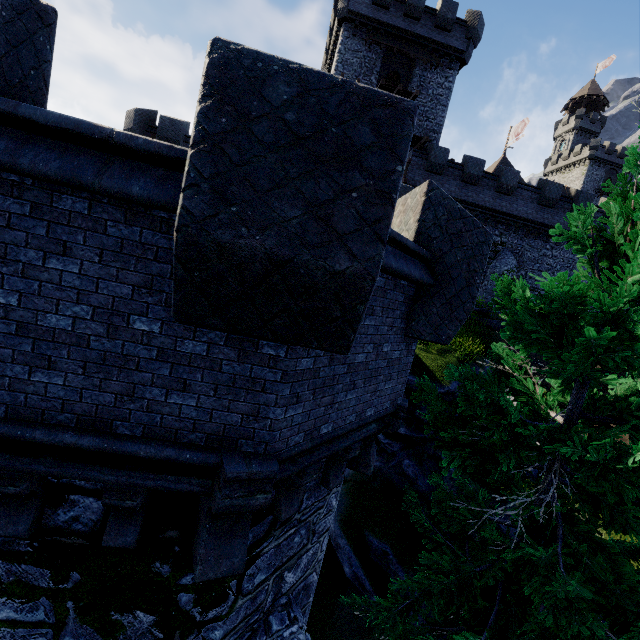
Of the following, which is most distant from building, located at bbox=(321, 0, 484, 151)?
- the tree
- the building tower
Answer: the tree

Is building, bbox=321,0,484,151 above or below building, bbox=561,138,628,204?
below

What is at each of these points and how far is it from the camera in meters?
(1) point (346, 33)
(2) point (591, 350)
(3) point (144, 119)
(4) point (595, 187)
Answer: (1) building, 24.6 m
(2) tree, 4.2 m
(3) building tower, 19.3 m
(4) building, 57.5 m

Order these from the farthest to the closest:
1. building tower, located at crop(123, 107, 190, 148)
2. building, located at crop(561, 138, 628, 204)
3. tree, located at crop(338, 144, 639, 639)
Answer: building, located at crop(561, 138, 628, 204) → building tower, located at crop(123, 107, 190, 148) → tree, located at crop(338, 144, 639, 639)

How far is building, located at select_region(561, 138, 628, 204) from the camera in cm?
5591

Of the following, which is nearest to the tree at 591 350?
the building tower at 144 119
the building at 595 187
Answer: the building tower at 144 119

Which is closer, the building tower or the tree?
the tree

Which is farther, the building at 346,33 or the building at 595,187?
the building at 595,187
